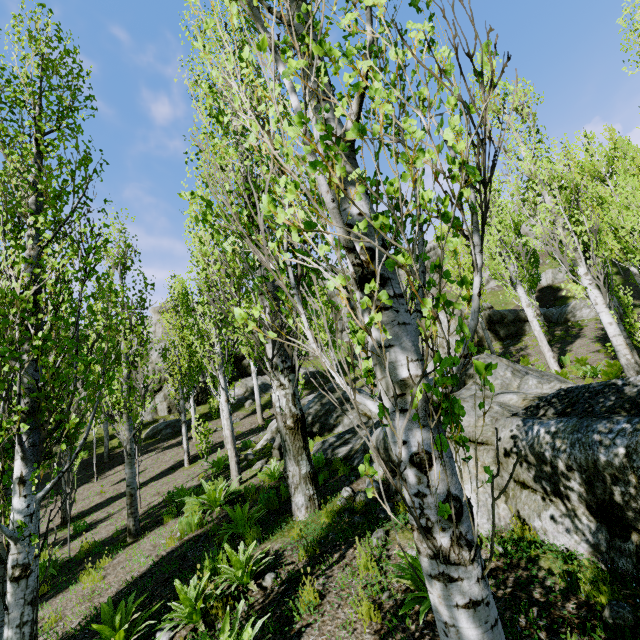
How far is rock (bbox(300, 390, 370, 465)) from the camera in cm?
923

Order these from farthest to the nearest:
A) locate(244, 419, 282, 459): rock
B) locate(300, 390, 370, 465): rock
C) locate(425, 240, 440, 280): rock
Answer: locate(425, 240, 440, 280): rock
locate(244, 419, 282, 459): rock
locate(300, 390, 370, 465): rock

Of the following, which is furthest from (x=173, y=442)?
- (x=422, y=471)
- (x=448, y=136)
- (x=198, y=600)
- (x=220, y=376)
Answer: (x=448, y=136)

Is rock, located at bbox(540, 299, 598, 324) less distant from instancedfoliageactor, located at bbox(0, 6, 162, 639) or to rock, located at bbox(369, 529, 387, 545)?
instancedfoliageactor, located at bbox(0, 6, 162, 639)

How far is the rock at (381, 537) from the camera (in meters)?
4.80

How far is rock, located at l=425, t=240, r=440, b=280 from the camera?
42.2 meters

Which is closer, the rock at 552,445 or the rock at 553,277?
the rock at 552,445

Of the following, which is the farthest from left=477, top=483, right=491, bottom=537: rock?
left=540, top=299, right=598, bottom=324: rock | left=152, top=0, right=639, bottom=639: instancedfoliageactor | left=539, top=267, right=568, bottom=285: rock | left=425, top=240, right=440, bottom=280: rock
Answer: left=539, top=267, right=568, bottom=285: rock
